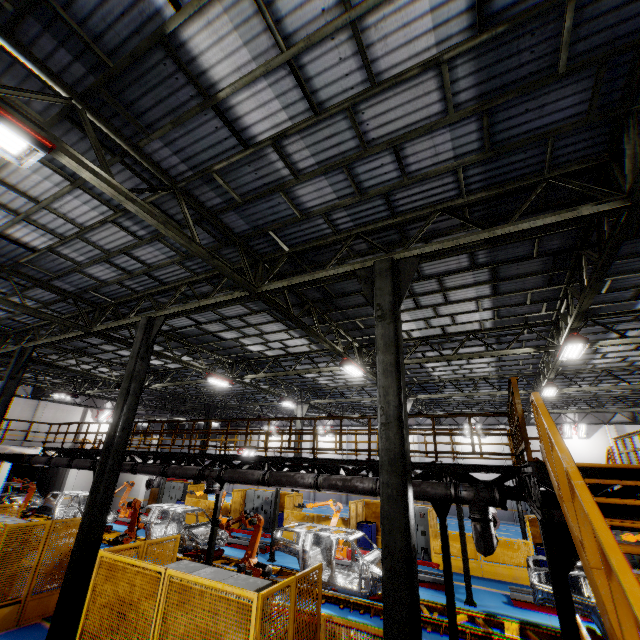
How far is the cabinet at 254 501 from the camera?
19.8 meters

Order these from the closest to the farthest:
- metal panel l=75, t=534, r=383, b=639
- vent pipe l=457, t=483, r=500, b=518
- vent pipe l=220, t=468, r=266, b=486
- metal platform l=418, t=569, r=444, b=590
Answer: metal panel l=75, t=534, r=383, b=639 < vent pipe l=457, t=483, r=500, b=518 < vent pipe l=220, t=468, r=266, b=486 < metal platform l=418, t=569, r=444, b=590

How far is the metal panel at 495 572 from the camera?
12.9 meters

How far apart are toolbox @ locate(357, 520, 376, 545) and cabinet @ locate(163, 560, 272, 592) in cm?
1307

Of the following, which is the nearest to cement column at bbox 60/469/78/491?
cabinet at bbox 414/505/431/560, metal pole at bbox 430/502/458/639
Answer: cabinet at bbox 414/505/431/560

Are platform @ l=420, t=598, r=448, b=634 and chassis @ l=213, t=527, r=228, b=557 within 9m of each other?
yes

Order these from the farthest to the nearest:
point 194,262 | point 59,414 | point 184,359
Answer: point 59,414, point 184,359, point 194,262

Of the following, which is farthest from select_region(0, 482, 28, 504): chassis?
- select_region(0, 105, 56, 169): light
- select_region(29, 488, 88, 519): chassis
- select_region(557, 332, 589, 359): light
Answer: select_region(557, 332, 589, 359): light
